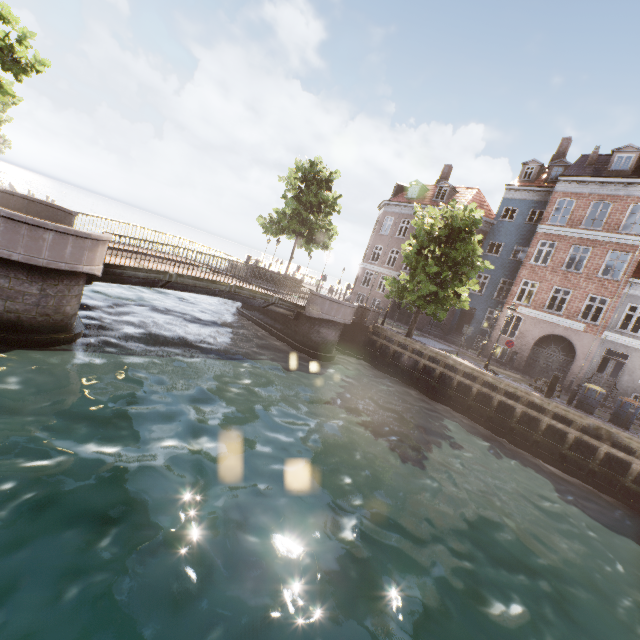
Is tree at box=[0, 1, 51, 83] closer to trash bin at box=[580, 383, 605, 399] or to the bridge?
the bridge

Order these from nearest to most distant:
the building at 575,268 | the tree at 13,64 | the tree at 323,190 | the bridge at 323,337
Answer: the bridge at 323,337, the tree at 13,64, the building at 575,268, the tree at 323,190

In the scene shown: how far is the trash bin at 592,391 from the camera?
14.7 meters

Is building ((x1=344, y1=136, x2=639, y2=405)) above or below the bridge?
above

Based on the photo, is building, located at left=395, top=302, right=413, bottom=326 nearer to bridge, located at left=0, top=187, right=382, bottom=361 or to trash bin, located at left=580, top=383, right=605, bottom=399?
trash bin, located at left=580, top=383, right=605, bottom=399

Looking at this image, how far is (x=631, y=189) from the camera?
20.33m

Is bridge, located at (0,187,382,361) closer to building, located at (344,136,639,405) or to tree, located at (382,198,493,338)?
tree, located at (382,198,493,338)

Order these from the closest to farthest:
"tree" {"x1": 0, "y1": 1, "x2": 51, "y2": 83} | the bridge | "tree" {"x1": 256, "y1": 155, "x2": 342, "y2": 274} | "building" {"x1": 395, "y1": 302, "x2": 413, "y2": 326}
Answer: the bridge → "tree" {"x1": 0, "y1": 1, "x2": 51, "y2": 83} → "tree" {"x1": 256, "y1": 155, "x2": 342, "y2": 274} → "building" {"x1": 395, "y1": 302, "x2": 413, "y2": 326}
